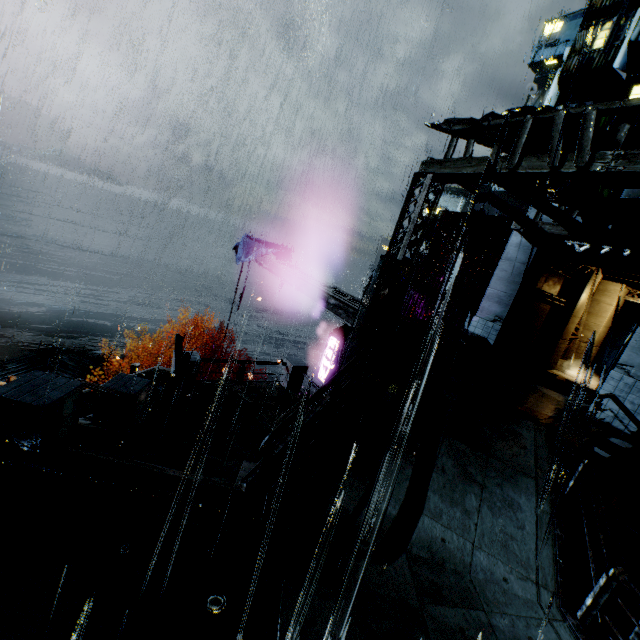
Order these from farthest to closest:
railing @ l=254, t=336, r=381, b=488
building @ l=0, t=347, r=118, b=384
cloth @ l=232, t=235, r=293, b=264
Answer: building @ l=0, t=347, r=118, b=384
cloth @ l=232, t=235, r=293, b=264
railing @ l=254, t=336, r=381, b=488

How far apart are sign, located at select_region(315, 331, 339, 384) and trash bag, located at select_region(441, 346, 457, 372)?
7.4 meters

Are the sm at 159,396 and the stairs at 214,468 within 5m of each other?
yes

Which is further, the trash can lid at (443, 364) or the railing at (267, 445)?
the trash can lid at (443, 364)

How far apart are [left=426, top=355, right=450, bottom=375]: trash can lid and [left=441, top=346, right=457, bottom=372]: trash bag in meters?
0.0 m

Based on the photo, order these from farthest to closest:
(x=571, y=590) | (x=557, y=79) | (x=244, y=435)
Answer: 1. (x=557, y=79)
2. (x=244, y=435)
3. (x=571, y=590)

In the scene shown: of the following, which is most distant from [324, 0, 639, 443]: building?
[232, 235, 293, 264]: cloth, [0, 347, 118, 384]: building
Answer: [232, 235, 293, 264]: cloth

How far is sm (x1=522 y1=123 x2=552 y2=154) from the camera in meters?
8.0 m
